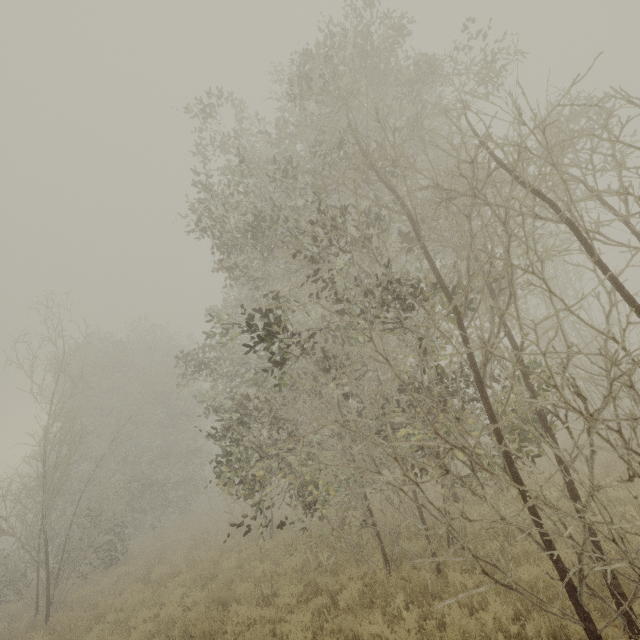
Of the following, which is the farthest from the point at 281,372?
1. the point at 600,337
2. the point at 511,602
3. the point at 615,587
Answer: the point at 600,337
